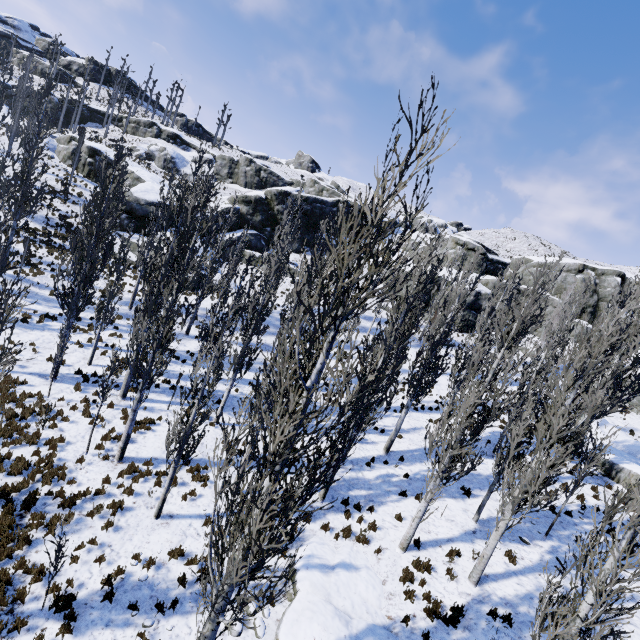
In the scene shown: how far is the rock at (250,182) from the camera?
38.62m

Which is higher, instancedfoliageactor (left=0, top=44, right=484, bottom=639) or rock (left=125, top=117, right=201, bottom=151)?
rock (left=125, top=117, right=201, bottom=151)

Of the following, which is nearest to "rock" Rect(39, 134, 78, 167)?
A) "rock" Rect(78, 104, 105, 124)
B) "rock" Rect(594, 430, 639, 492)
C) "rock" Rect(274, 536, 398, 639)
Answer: "rock" Rect(594, 430, 639, 492)

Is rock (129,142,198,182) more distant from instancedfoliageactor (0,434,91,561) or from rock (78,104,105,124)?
instancedfoliageactor (0,434,91,561)

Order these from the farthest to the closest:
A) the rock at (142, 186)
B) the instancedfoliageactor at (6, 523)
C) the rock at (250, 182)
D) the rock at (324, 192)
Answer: the rock at (324, 192)
the rock at (250, 182)
the rock at (142, 186)
the instancedfoliageactor at (6, 523)

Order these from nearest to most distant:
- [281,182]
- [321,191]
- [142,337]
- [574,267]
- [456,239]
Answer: [142,337]
[574,267]
[456,239]
[321,191]
[281,182]

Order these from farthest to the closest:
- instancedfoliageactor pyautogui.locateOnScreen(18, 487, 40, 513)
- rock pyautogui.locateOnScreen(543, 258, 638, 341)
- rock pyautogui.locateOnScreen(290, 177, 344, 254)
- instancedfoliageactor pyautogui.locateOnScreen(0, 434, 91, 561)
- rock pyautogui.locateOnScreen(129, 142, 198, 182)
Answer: rock pyautogui.locateOnScreen(129, 142, 198, 182) → rock pyautogui.locateOnScreen(290, 177, 344, 254) → rock pyautogui.locateOnScreen(543, 258, 638, 341) → instancedfoliageactor pyautogui.locateOnScreen(18, 487, 40, 513) → instancedfoliageactor pyautogui.locateOnScreen(0, 434, 91, 561)

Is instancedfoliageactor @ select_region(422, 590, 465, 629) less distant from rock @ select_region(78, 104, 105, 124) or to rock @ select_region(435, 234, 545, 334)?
rock @ select_region(435, 234, 545, 334)
